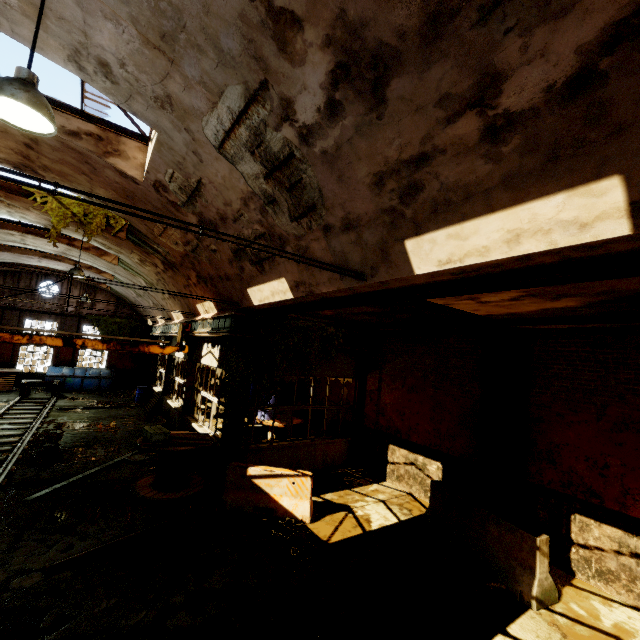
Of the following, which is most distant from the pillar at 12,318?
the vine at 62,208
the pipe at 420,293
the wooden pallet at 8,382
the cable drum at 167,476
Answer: the pipe at 420,293

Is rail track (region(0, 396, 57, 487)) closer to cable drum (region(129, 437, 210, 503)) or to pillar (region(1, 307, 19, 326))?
cable drum (region(129, 437, 210, 503))

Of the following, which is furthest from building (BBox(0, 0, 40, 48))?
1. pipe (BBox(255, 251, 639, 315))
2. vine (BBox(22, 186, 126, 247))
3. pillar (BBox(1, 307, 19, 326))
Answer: pillar (BBox(1, 307, 19, 326))

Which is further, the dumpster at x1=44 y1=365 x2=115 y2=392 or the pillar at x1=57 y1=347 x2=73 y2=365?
the pillar at x1=57 y1=347 x2=73 y2=365

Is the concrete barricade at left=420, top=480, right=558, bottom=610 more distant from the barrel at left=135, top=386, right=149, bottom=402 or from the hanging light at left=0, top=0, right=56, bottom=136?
the barrel at left=135, top=386, right=149, bottom=402

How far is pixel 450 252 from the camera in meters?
3.5 m

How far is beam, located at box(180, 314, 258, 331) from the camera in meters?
8.8

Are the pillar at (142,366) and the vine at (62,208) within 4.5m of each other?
no
